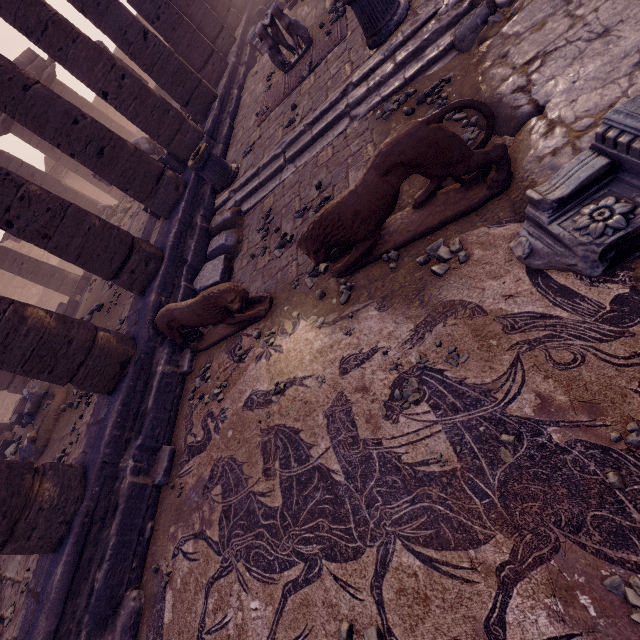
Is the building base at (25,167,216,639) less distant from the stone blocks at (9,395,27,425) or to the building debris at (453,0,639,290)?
the stone blocks at (9,395,27,425)

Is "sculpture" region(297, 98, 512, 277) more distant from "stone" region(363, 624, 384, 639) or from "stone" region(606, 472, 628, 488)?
"stone" region(363, 624, 384, 639)

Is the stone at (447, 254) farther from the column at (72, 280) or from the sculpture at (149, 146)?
the column at (72, 280)

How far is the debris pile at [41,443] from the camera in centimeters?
733cm

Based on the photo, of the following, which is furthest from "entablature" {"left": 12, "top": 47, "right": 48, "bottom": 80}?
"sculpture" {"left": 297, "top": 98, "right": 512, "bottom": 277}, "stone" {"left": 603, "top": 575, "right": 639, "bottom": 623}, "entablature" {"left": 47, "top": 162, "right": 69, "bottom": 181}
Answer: "stone" {"left": 603, "top": 575, "right": 639, "bottom": 623}

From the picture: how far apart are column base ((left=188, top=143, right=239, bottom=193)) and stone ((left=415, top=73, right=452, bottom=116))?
4.4m

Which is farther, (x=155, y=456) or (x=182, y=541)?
(x=155, y=456)

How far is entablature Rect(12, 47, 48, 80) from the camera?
16.3 meters
